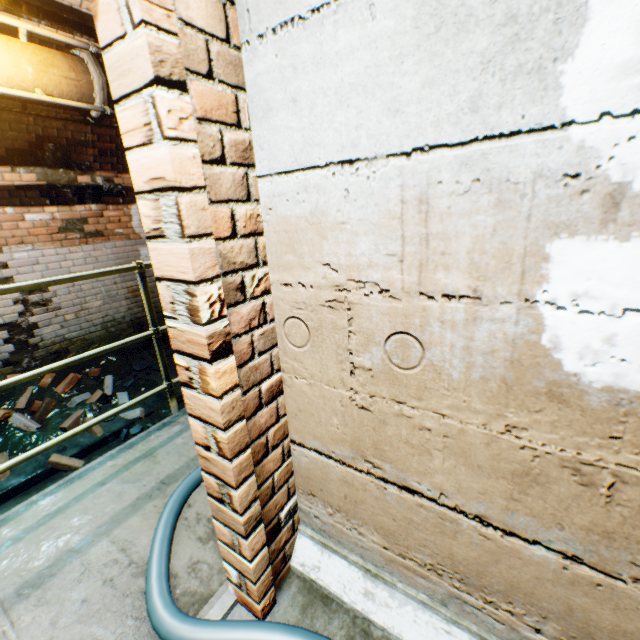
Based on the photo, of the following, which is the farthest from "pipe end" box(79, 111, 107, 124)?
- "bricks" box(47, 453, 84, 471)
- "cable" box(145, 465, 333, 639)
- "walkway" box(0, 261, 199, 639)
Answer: "bricks" box(47, 453, 84, 471)

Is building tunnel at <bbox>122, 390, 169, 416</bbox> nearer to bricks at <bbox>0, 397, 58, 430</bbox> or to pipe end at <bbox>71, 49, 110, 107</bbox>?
bricks at <bbox>0, 397, 58, 430</bbox>

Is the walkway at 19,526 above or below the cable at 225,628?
below

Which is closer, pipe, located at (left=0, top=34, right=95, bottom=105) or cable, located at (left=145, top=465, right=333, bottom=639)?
cable, located at (left=145, top=465, right=333, bottom=639)

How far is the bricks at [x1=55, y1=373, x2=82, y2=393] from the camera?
4.3 meters

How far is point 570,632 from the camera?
0.9m

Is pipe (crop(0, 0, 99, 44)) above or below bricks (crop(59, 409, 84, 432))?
above

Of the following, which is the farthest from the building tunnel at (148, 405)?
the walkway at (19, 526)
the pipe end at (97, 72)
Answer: the pipe end at (97, 72)
